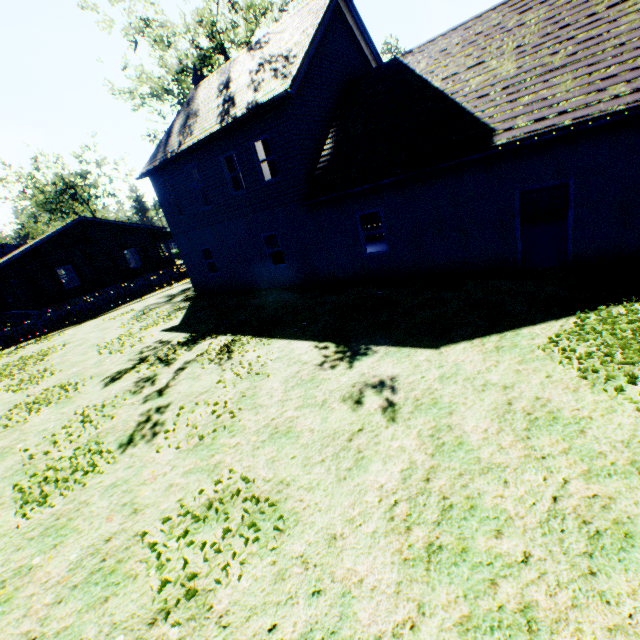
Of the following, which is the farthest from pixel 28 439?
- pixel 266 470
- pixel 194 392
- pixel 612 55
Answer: pixel 612 55

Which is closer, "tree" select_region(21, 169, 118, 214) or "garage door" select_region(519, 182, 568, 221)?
"garage door" select_region(519, 182, 568, 221)

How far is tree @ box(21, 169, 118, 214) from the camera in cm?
5331

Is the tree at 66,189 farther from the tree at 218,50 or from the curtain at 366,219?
the curtain at 366,219

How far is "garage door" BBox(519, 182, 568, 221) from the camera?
14.0m

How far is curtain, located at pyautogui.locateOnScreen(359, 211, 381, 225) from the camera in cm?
2139

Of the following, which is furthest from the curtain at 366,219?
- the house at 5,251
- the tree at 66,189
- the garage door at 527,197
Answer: the tree at 66,189

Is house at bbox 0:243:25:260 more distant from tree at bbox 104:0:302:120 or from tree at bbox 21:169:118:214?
tree at bbox 104:0:302:120
